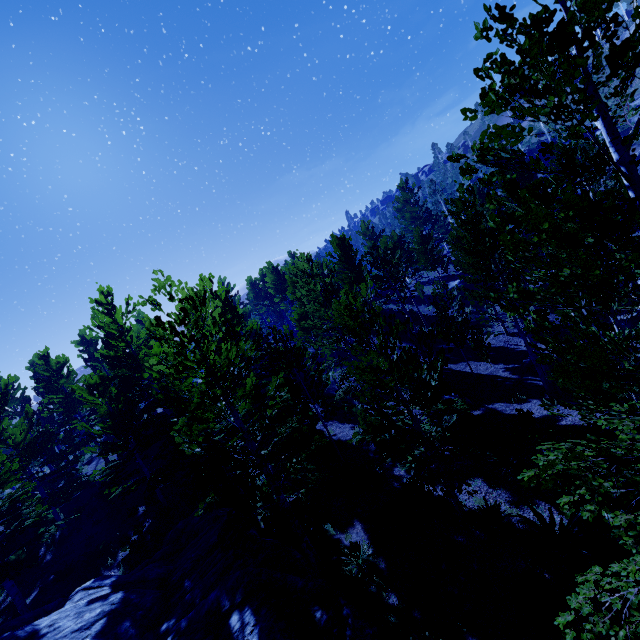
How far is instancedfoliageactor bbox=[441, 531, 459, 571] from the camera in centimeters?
808cm

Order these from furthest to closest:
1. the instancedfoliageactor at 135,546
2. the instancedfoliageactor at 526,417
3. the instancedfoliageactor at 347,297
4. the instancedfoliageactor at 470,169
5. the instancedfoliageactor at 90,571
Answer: the instancedfoliageactor at 135,546 < the instancedfoliageactor at 90,571 < the instancedfoliageactor at 526,417 < the instancedfoliageactor at 470,169 < the instancedfoliageactor at 347,297

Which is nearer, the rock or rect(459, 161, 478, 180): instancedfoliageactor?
rect(459, 161, 478, 180): instancedfoliageactor

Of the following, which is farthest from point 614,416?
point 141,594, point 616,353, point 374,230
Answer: point 374,230

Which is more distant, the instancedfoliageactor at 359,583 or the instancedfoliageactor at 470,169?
the instancedfoliageactor at 359,583
